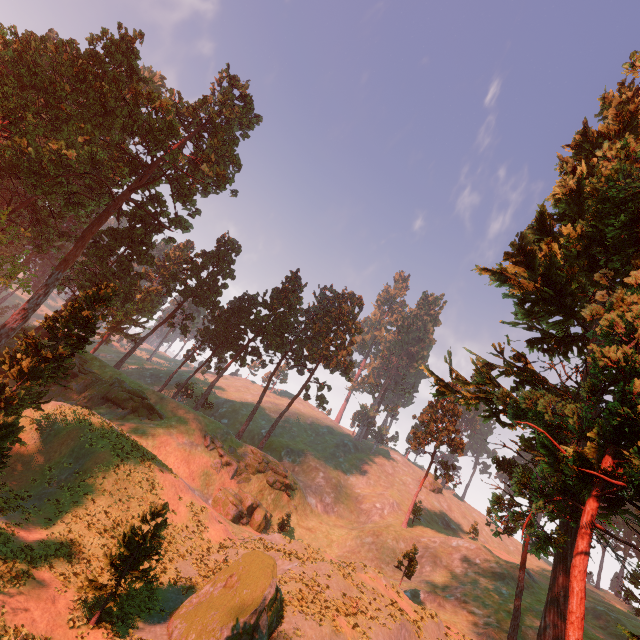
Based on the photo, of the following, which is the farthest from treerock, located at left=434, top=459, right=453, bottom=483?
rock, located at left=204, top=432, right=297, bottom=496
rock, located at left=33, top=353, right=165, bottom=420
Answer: rock, located at left=204, top=432, right=297, bottom=496

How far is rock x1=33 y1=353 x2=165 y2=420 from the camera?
40.4m

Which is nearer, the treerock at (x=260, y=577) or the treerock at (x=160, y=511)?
the treerock at (x=260, y=577)

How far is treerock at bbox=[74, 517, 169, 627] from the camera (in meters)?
16.56

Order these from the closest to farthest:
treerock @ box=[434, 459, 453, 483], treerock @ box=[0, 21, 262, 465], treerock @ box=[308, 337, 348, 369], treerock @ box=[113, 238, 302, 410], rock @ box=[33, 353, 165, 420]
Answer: treerock @ box=[0, 21, 262, 465] → rock @ box=[33, 353, 165, 420] → treerock @ box=[434, 459, 453, 483] → treerock @ box=[113, 238, 302, 410] → treerock @ box=[308, 337, 348, 369]

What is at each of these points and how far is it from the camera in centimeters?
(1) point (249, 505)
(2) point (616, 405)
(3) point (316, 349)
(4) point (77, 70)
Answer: (1) rock, 3925cm
(2) treerock, 1642cm
(3) treerock, 5953cm
(4) treerock, 3491cm

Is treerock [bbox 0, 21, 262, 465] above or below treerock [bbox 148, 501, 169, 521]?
above

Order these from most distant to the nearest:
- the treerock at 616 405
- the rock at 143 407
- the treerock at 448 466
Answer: the treerock at 448 466, the rock at 143 407, the treerock at 616 405
